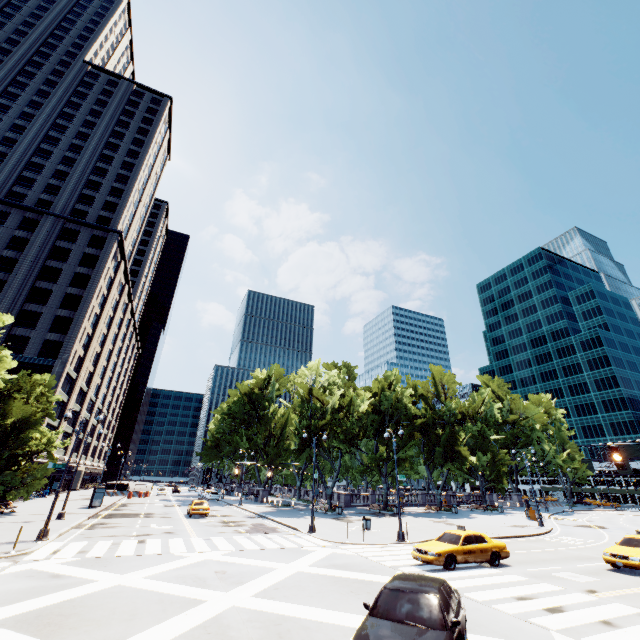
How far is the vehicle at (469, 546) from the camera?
15.23m

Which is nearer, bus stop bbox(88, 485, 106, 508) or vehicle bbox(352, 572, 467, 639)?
vehicle bbox(352, 572, 467, 639)

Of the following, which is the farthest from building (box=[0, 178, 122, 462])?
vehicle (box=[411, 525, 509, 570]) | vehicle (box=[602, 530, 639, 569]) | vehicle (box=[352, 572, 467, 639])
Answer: vehicle (box=[602, 530, 639, 569])

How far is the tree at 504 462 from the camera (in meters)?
43.53

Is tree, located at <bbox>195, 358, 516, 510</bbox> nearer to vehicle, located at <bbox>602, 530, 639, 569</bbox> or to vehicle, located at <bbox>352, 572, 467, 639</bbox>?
vehicle, located at <bbox>352, 572, 467, 639</bbox>

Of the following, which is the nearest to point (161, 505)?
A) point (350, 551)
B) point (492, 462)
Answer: point (350, 551)

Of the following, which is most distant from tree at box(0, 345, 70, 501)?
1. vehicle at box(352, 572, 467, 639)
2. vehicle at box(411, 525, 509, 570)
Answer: vehicle at box(352, 572, 467, 639)

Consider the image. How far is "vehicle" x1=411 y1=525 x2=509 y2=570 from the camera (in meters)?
15.23
